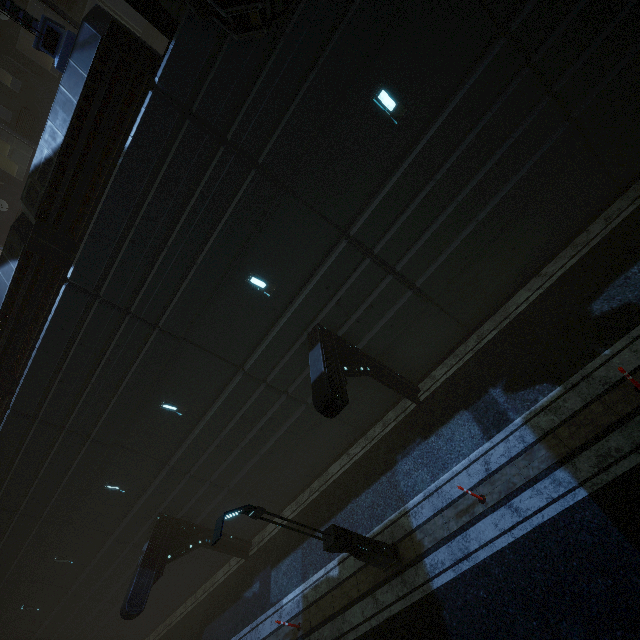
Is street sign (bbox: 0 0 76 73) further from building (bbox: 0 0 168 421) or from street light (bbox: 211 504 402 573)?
street light (bbox: 211 504 402 573)

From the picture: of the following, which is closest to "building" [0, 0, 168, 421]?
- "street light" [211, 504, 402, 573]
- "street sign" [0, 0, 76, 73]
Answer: "street sign" [0, 0, 76, 73]

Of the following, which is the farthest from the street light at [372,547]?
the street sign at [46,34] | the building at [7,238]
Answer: the street sign at [46,34]

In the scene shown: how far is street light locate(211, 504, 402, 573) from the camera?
7.4 meters

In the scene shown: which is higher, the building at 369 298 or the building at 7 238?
the building at 7 238

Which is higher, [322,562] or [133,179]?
[133,179]
